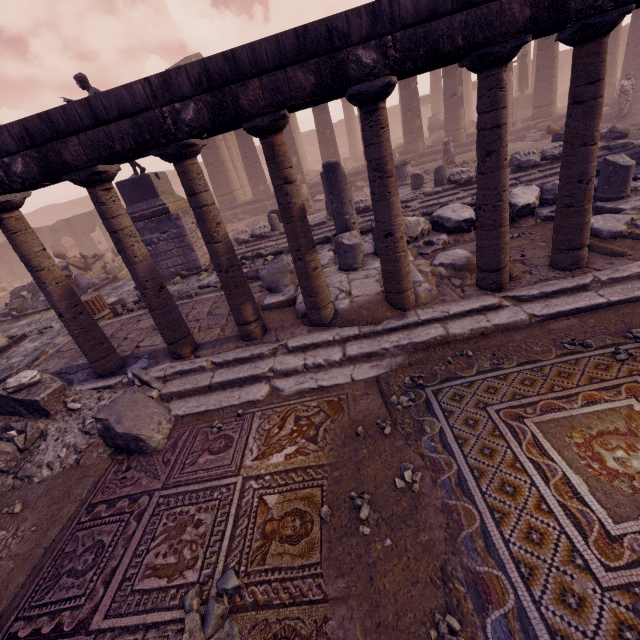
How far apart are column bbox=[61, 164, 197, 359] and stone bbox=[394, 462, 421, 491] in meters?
3.4 m

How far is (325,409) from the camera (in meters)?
3.36

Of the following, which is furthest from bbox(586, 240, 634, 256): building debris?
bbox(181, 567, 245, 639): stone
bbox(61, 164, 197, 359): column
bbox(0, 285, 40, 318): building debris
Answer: bbox(0, 285, 40, 318): building debris

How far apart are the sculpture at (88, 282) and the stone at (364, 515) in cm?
1366

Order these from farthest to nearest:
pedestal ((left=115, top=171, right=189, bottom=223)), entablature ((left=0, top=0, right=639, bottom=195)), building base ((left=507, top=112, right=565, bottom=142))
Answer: building base ((left=507, top=112, right=565, bottom=142)), pedestal ((left=115, top=171, right=189, bottom=223)), entablature ((left=0, top=0, right=639, bottom=195))

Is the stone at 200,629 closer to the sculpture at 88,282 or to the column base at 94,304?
the column base at 94,304

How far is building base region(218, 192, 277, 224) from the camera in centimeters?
1855cm

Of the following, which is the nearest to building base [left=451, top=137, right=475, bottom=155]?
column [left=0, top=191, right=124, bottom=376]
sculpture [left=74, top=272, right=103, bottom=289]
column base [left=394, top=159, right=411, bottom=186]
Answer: column base [left=394, top=159, right=411, bottom=186]
